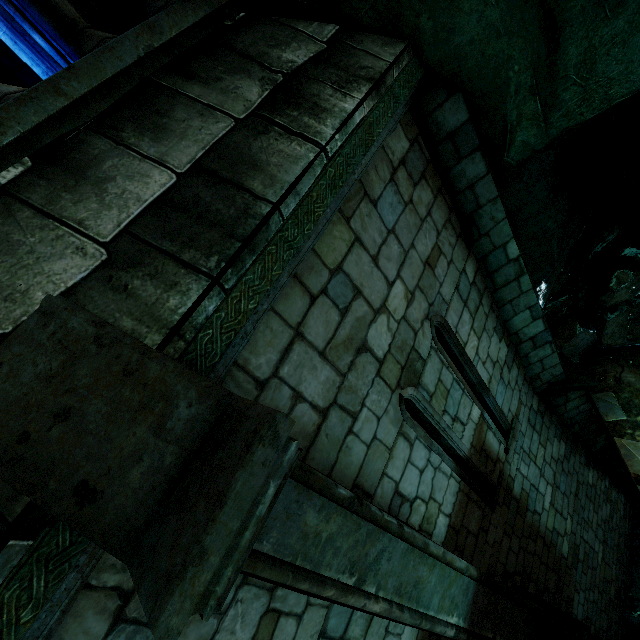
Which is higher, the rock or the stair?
the stair

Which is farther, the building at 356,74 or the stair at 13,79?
the stair at 13,79

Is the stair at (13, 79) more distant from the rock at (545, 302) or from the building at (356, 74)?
the rock at (545, 302)

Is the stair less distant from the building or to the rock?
the building

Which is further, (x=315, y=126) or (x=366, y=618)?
(x=366, y=618)

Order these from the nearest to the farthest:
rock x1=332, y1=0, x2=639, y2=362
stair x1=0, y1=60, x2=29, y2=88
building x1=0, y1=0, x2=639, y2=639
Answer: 1. building x1=0, y1=0, x2=639, y2=639
2. rock x1=332, y1=0, x2=639, y2=362
3. stair x1=0, y1=60, x2=29, y2=88

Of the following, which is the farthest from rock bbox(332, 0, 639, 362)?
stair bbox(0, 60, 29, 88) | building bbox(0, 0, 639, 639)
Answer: stair bbox(0, 60, 29, 88)

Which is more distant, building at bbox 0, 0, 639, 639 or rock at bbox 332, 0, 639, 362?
rock at bbox 332, 0, 639, 362
